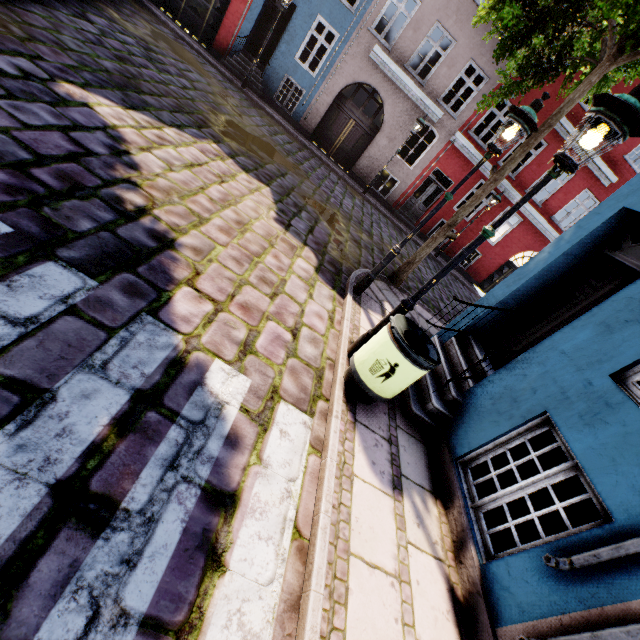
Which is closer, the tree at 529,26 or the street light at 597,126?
the street light at 597,126

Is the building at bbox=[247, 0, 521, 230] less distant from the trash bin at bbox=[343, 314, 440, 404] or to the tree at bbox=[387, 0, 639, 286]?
the trash bin at bbox=[343, 314, 440, 404]

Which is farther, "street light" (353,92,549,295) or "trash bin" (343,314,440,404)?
"street light" (353,92,549,295)

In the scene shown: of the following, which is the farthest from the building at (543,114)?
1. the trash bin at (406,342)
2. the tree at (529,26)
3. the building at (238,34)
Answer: the building at (238,34)

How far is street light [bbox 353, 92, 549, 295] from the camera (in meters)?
4.30

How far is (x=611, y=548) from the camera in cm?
223

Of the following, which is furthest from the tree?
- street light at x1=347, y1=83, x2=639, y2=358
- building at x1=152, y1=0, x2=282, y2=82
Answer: building at x1=152, y1=0, x2=282, y2=82

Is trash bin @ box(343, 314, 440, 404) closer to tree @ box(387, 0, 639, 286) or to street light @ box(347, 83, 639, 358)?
street light @ box(347, 83, 639, 358)
